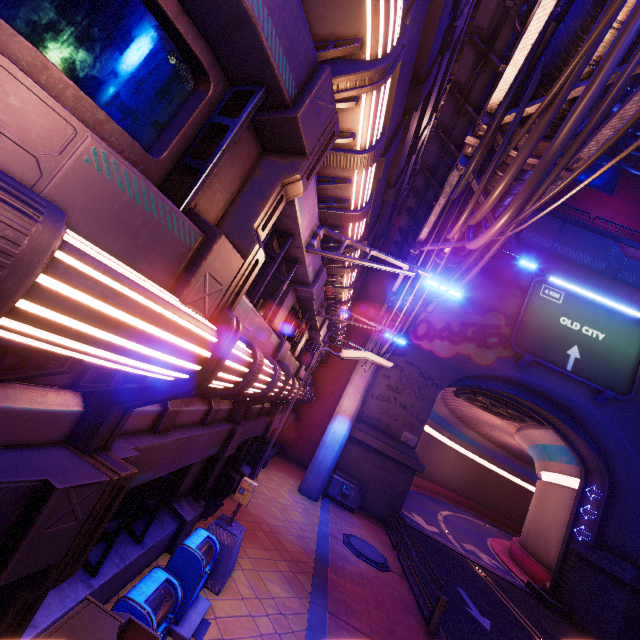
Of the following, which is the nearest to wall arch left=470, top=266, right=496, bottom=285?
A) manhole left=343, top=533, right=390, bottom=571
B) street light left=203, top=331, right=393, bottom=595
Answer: manhole left=343, top=533, right=390, bottom=571

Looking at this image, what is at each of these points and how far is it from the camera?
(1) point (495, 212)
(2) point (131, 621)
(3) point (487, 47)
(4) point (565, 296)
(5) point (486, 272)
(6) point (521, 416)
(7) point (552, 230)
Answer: (1) pipe, 8.5m
(2) atm, 3.0m
(3) walkway, 8.4m
(4) sign, 21.4m
(5) wall arch, 22.7m
(6) vent, 25.8m
(7) walkway, 25.0m

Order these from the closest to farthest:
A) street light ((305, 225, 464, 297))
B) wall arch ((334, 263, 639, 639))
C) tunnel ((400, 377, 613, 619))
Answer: street light ((305, 225, 464, 297))
wall arch ((334, 263, 639, 639))
tunnel ((400, 377, 613, 619))

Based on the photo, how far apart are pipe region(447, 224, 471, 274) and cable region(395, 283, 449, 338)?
0.00m

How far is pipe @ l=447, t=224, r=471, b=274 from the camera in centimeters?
973cm

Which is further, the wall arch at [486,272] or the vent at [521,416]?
the vent at [521,416]

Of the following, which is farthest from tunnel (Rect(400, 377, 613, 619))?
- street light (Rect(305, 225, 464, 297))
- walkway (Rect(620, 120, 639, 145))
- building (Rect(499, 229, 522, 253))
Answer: walkway (Rect(620, 120, 639, 145))

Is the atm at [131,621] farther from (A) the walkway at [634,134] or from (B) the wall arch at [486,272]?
(A) the walkway at [634,134]
